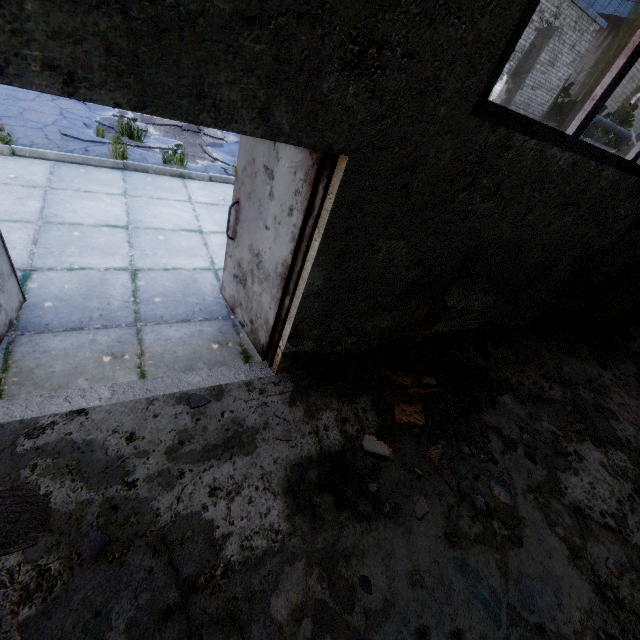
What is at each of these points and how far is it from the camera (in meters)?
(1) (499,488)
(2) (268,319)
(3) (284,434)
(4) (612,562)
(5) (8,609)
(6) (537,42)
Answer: (1) concrete debris, 3.12
(2) door, 3.15
(3) concrete debris, 2.86
(4) concrete debris, 2.91
(5) concrete debris, 1.70
(6) lamp post, 8.06

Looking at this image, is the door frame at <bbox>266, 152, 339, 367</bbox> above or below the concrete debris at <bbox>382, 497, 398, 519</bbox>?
above

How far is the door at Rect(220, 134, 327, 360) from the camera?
2.4m

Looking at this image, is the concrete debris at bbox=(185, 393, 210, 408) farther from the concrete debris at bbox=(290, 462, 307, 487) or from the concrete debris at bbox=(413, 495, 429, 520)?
the concrete debris at bbox=(413, 495, 429, 520)

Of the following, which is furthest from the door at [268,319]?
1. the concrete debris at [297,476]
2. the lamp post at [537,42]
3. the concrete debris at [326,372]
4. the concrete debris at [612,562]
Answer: the lamp post at [537,42]

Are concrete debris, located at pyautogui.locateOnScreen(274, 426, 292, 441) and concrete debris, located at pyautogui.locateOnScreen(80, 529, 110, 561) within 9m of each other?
yes

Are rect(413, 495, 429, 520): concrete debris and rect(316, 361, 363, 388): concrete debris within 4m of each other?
yes

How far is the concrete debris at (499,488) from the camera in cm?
306
